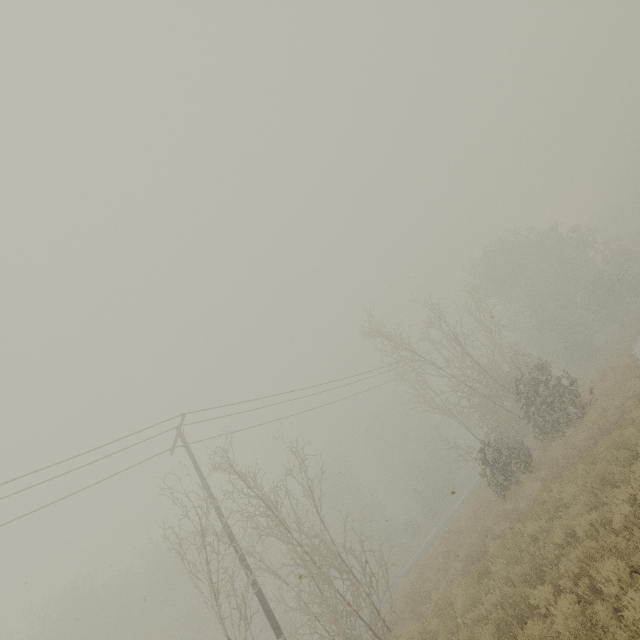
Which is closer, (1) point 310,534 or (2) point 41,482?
(2) point 41,482
